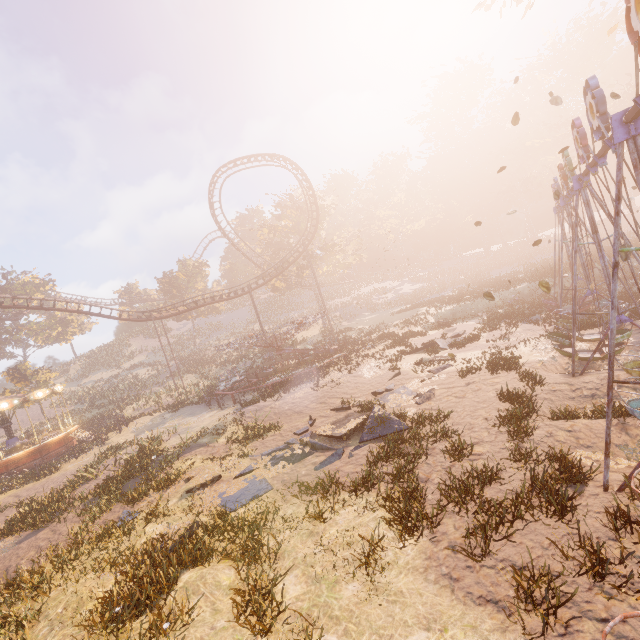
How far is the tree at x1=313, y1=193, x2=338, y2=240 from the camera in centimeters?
4531cm

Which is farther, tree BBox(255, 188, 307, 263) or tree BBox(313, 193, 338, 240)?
tree BBox(313, 193, 338, 240)

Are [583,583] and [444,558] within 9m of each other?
yes

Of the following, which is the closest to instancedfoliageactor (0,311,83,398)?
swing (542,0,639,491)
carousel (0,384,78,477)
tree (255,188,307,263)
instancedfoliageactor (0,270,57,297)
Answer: carousel (0,384,78,477)

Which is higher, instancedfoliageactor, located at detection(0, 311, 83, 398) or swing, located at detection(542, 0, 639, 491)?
instancedfoliageactor, located at detection(0, 311, 83, 398)

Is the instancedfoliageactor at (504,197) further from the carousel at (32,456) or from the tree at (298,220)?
the carousel at (32,456)

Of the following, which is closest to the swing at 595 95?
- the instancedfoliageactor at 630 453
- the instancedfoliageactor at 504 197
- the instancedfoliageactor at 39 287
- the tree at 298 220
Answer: the instancedfoliageactor at 630 453
